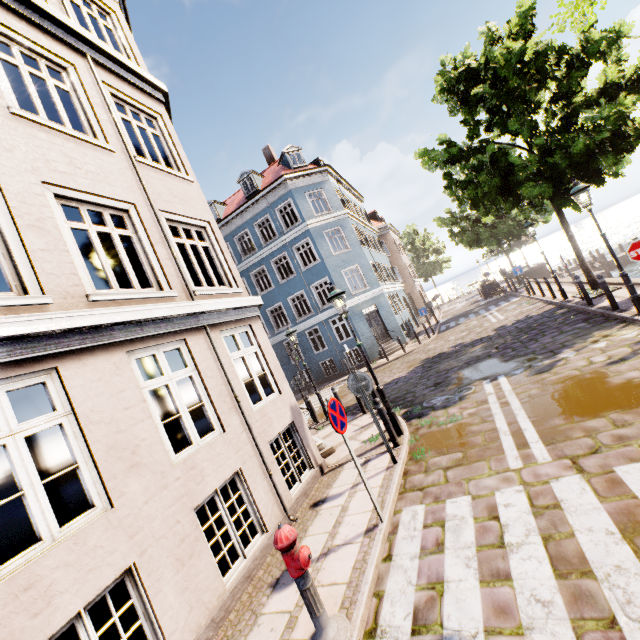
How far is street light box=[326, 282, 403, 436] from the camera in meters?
7.6

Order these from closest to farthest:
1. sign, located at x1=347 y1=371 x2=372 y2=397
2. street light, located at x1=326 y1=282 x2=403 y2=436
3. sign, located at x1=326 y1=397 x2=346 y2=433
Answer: sign, located at x1=326 y1=397 x2=346 y2=433 < sign, located at x1=347 y1=371 x2=372 y2=397 < street light, located at x1=326 y1=282 x2=403 y2=436

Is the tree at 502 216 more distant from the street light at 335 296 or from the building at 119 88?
the street light at 335 296

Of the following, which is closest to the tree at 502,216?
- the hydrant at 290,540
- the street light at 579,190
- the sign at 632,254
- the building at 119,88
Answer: the street light at 579,190

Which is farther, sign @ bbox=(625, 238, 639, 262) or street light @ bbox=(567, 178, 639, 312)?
street light @ bbox=(567, 178, 639, 312)

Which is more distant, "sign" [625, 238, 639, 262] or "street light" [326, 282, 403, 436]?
"street light" [326, 282, 403, 436]

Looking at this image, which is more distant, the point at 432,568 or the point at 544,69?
the point at 544,69

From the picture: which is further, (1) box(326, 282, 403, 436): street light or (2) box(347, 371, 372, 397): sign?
(1) box(326, 282, 403, 436): street light
